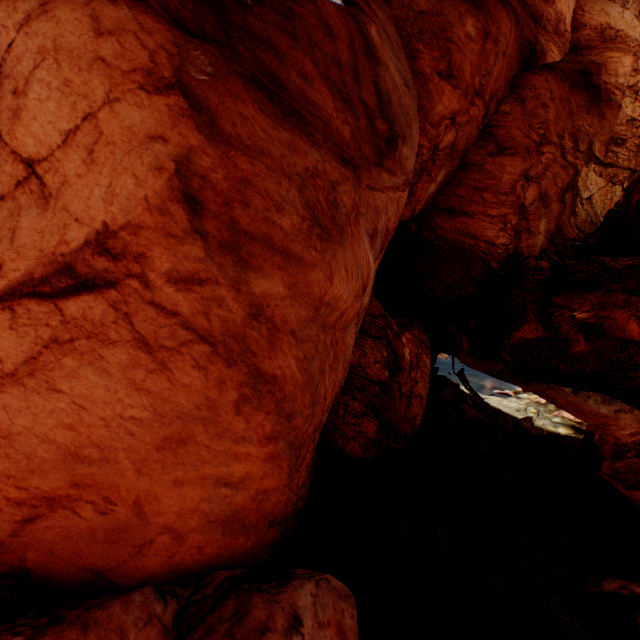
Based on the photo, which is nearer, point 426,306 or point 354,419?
point 354,419

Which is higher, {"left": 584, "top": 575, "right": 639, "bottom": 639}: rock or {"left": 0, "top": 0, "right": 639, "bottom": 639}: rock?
{"left": 0, "top": 0, "right": 639, "bottom": 639}: rock

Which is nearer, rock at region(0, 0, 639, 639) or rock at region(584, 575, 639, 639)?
rock at region(0, 0, 639, 639)

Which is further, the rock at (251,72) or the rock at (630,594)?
the rock at (630,594)

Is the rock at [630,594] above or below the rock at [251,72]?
below
